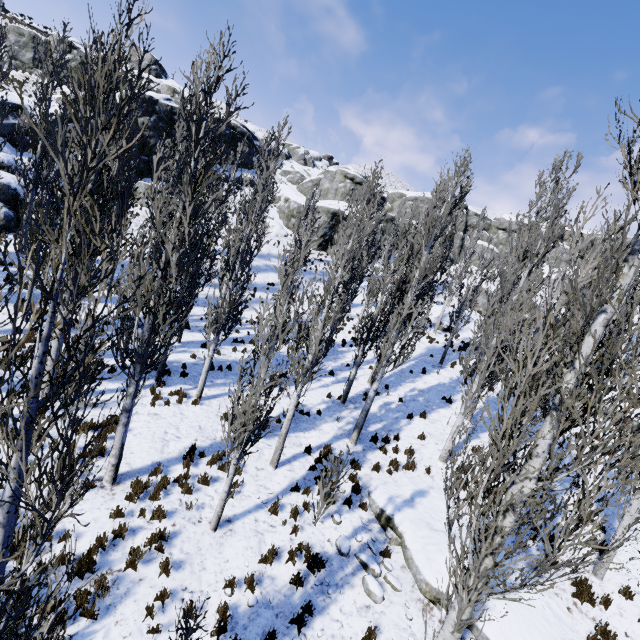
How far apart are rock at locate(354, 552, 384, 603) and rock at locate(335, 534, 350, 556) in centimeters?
14cm

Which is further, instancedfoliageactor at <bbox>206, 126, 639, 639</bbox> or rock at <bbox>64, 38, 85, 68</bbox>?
rock at <bbox>64, 38, 85, 68</bbox>

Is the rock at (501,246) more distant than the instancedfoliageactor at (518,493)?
Yes

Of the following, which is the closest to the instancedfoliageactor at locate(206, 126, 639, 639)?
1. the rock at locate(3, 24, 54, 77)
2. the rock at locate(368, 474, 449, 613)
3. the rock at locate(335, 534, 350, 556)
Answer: the rock at locate(368, 474, 449, 613)

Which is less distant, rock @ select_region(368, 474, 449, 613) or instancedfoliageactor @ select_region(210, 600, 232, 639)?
instancedfoliageactor @ select_region(210, 600, 232, 639)

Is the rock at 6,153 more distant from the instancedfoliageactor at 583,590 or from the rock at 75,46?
the rock at 75,46

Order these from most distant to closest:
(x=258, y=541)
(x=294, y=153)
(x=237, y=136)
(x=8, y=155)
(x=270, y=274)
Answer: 1. (x=294, y=153)
2. (x=237, y=136)
3. (x=270, y=274)
4. (x=8, y=155)
5. (x=258, y=541)

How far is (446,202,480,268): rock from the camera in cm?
4991
